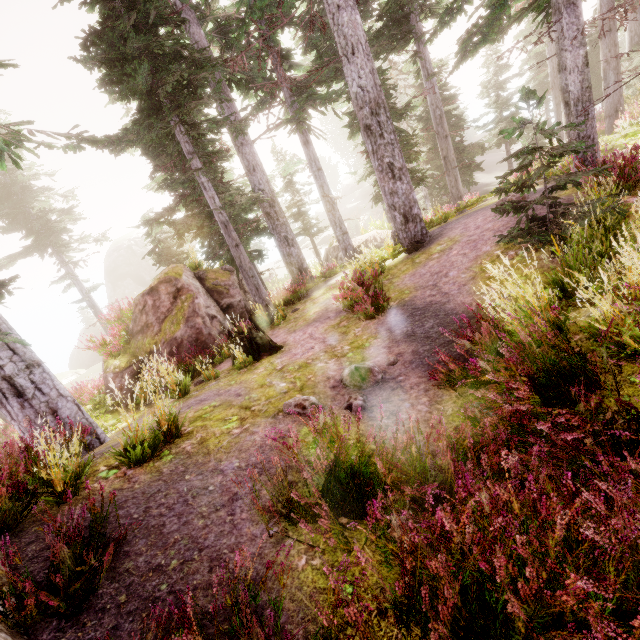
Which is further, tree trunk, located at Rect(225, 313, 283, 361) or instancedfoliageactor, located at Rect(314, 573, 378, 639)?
tree trunk, located at Rect(225, 313, 283, 361)

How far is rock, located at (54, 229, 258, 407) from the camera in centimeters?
A: 1107cm

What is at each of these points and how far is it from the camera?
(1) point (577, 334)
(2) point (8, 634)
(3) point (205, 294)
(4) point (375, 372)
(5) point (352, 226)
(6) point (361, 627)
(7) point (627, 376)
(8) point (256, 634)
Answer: (1) rock, 3.9m
(2) rock, 2.2m
(3) rock, 12.4m
(4) instancedfoliageactor, 5.6m
(5) tree, 38.1m
(6) instancedfoliageactor, 1.9m
(7) rock, 3.1m
(8) instancedfoliageactor, 2.2m

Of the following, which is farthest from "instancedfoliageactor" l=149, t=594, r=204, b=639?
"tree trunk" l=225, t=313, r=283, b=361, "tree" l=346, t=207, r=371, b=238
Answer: "tree" l=346, t=207, r=371, b=238

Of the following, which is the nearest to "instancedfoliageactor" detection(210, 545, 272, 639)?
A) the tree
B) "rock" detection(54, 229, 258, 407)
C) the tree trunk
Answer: "rock" detection(54, 229, 258, 407)

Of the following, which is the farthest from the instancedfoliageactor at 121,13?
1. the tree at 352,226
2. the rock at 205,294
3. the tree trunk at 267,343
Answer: the tree at 352,226

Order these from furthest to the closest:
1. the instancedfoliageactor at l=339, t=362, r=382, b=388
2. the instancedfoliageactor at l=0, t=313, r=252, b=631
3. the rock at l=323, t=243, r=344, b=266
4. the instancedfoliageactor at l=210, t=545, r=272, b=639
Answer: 1. the rock at l=323, t=243, r=344, b=266
2. the instancedfoliageactor at l=339, t=362, r=382, b=388
3. the instancedfoliageactor at l=0, t=313, r=252, b=631
4. the instancedfoliageactor at l=210, t=545, r=272, b=639

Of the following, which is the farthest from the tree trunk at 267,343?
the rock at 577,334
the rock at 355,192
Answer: the rock at 355,192
